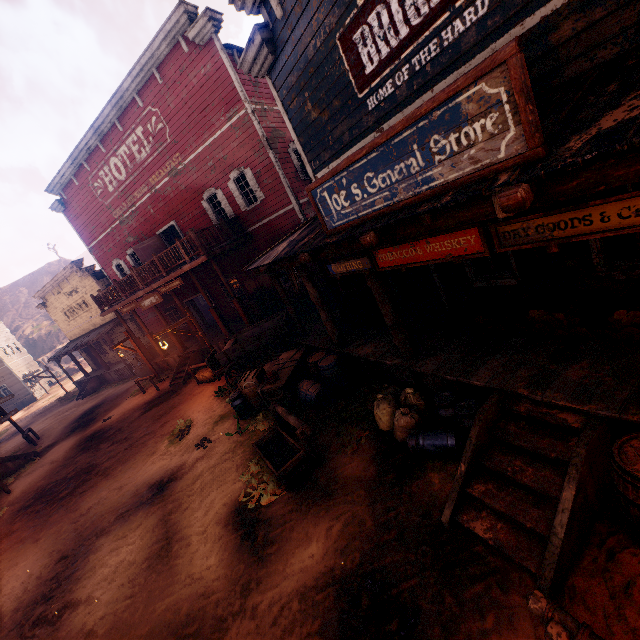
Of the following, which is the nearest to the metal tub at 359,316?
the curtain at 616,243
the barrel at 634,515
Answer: the curtain at 616,243

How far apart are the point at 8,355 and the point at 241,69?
43.0m

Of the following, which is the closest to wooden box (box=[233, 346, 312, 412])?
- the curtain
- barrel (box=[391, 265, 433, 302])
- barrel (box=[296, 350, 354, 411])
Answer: barrel (box=[296, 350, 354, 411])

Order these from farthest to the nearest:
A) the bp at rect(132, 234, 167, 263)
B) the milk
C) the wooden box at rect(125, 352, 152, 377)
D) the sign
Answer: the wooden box at rect(125, 352, 152, 377)
the bp at rect(132, 234, 167, 263)
the sign
the milk

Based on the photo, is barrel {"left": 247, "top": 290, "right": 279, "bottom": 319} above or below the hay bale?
above

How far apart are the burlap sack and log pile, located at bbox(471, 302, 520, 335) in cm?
150

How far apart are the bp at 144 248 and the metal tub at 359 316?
12.6m

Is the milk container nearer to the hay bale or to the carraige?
the carraige
